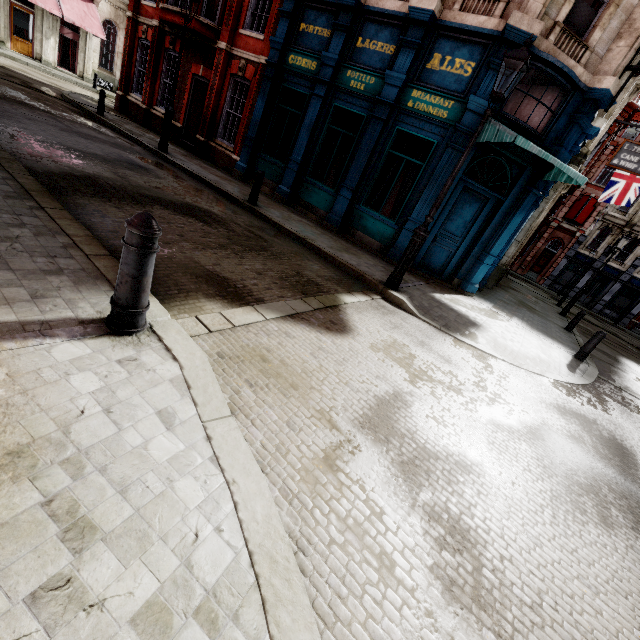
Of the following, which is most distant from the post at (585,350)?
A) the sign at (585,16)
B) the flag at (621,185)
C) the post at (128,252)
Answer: the flag at (621,185)

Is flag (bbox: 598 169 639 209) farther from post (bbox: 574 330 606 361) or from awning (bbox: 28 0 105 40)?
awning (bbox: 28 0 105 40)

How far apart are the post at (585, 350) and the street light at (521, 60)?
6.16m

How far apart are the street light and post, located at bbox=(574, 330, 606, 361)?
6.2 meters

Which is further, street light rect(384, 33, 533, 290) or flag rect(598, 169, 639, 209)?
flag rect(598, 169, 639, 209)

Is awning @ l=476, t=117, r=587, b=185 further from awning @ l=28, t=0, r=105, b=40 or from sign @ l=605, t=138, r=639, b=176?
awning @ l=28, t=0, r=105, b=40

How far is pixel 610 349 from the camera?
14.58m

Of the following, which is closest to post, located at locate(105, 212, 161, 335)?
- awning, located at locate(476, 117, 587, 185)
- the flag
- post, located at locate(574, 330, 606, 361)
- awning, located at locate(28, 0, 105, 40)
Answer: awning, located at locate(476, 117, 587, 185)
